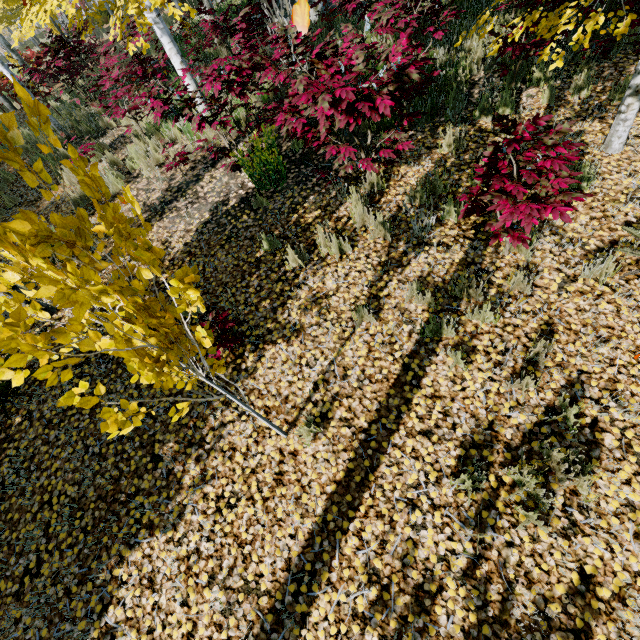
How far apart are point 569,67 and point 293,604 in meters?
7.9

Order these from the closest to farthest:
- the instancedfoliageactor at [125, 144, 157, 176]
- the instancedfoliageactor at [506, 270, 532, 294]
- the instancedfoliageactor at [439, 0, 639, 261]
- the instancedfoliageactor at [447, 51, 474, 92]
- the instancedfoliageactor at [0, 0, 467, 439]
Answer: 1. the instancedfoliageactor at [0, 0, 467, 439]
2. the instancedfoliageactor at [439, 0, 639, 261]
3. the instancedfoliageactor at [506, 270, 532, 294]
4. the instancedfoliageactor at [447, 51, 474, 92]
5. the instancedfoliageactor at [125, 144, 157, 176]

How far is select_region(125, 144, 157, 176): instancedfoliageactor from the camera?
6.2 meters

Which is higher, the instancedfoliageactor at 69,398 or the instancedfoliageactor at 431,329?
the instancedfoliageactor at 69,398

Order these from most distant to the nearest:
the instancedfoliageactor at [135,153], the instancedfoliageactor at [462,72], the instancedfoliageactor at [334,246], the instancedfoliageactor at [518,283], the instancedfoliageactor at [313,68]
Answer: the instancedfoliageactor at [135,153], the instancedfoliageactor at [462,72], the instancedfoliageactor at [334,246], the instancedfoliageactor at [518,283], the instancedfoliageactor at [313,68]

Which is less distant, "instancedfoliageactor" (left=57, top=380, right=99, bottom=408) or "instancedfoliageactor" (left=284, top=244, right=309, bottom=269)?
"instancedfoliageactor" (left=57, top=380, right=99, bottom=408)
